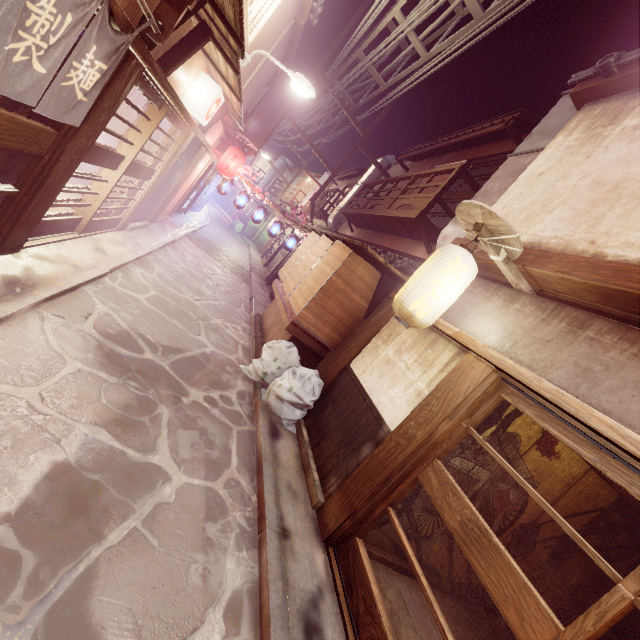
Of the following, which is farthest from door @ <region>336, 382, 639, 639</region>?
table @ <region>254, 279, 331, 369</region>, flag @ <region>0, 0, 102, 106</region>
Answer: flag @ <region>0, 0, 102, 106</region>

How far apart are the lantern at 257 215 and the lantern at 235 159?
2.56m

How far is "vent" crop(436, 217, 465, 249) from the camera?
12.3 meters

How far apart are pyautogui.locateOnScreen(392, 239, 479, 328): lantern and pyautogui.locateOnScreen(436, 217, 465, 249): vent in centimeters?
464cm

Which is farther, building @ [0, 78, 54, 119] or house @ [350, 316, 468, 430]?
house @ [350, 316, 468, 430]

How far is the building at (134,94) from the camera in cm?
1546

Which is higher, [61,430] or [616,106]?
[616,106]

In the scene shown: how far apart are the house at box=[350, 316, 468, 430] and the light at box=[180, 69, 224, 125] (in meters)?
9.69
